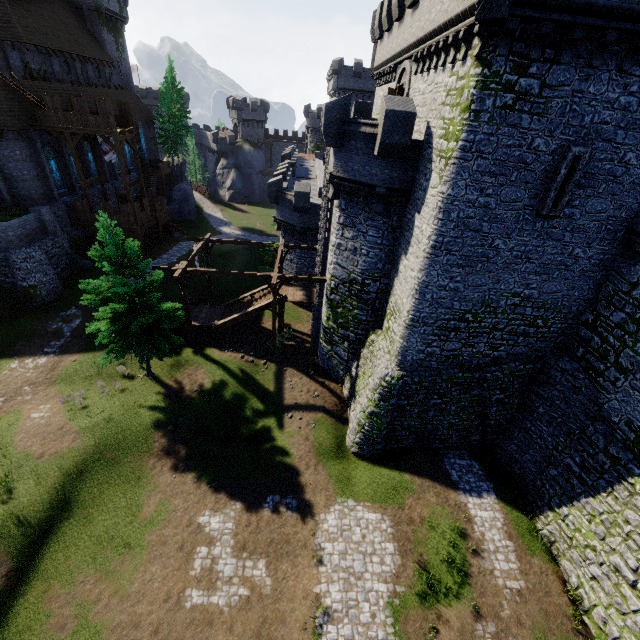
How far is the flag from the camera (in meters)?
29.03

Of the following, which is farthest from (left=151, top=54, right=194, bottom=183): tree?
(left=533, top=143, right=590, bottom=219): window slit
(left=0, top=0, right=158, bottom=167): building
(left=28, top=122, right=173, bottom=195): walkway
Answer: (left=533, top=143, right=590, bottom=219): window slit

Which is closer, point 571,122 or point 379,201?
point 571,122

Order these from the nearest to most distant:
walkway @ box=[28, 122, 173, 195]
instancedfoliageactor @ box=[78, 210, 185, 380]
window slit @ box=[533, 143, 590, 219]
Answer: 1. window slit @ box=[533, 143, 590, 219]
2. instancedfoliageactor @ box=[78, 210, 185, 380]
3. walkway @ box=[28, 122, 173, 195]

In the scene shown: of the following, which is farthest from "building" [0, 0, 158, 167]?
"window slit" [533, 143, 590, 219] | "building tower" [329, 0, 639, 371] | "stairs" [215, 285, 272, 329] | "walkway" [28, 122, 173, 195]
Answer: "window slit" [533, 143, 590, 219]

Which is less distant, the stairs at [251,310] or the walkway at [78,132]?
the stairs at [251,310]

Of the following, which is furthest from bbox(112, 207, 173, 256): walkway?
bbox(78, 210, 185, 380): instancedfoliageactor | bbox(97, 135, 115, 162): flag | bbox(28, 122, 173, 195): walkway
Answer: bbox(78, 210, 185, 380): instancedfoliageactor

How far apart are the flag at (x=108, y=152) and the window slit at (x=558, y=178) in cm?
3334
